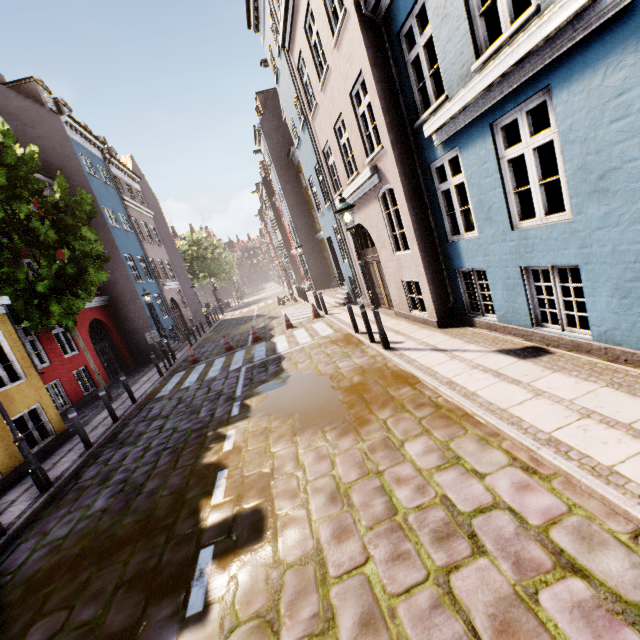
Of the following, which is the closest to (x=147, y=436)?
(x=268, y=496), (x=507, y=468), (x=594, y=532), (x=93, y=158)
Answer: (x=268, y=496)

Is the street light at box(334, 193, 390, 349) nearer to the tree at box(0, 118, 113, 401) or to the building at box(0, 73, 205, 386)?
the building at box(0, 73, 205, 386)

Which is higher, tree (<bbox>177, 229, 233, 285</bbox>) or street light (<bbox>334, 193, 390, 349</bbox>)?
tree (<bbox>177, 229, 233, 285</bbox>)

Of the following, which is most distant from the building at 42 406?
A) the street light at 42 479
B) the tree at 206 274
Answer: the street light at 42 479

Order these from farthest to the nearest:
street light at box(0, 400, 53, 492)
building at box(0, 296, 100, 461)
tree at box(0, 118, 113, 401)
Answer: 1. tree at box(0, 118, 113, 401)
2. building at box(0, 296, 100, 461)
3. street light at box(0, 400, 53, 492)

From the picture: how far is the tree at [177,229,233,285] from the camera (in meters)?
42.25

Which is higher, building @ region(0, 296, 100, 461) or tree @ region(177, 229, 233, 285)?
tree @ region(177, 229, 233, 285)

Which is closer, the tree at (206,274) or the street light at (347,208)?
the street light at (347,208)
